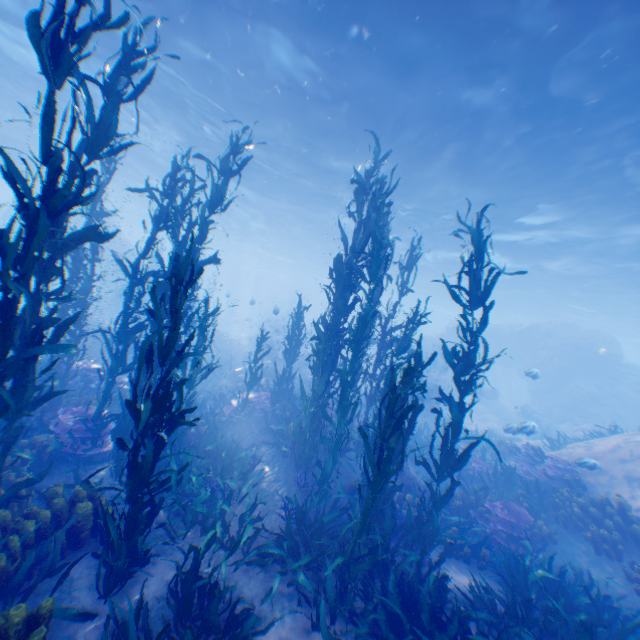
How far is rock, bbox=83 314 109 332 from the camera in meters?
15.3 m

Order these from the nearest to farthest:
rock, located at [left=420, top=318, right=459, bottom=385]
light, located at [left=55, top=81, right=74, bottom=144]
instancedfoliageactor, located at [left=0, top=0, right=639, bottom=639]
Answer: instancedfoliageactor, located at [left=0, top=0, right=639, bottom=639], light, located at [left=55, top=81, right=74, bottom=144], rock, located at [left=420, top=318, right=459, bottom=385]

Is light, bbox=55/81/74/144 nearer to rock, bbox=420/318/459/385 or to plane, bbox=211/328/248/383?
rock, bbox=420/318/459/385

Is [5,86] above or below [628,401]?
above

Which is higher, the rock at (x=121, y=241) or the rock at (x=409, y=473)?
the rock at (x=121, y=241)

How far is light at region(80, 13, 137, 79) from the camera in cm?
1140

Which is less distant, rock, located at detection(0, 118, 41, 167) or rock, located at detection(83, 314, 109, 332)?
rock, located at detection(83, 314, 109, 332)

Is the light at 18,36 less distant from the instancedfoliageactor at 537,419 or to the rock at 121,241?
the rock at 121,241
